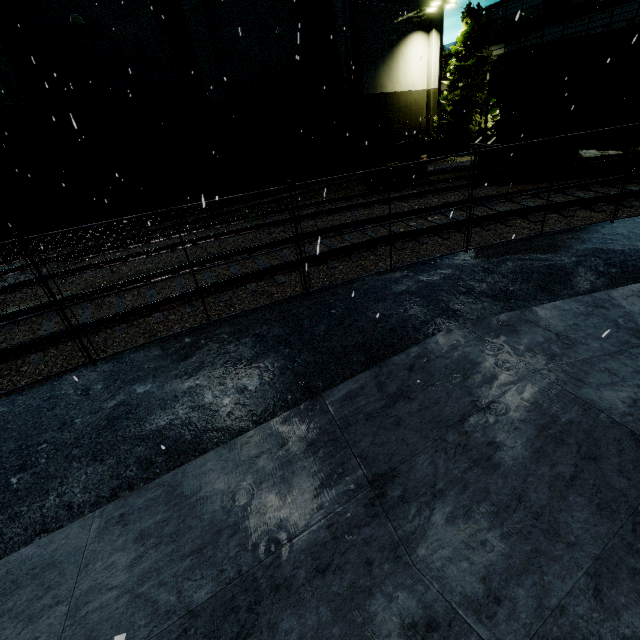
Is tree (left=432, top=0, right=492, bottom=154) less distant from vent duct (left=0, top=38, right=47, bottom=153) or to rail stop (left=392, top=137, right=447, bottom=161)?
vent duct (left=0, top=38, right=47, bottom=153)

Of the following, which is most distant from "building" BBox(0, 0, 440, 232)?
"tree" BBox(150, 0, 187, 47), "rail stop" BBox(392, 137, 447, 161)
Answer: "rail stop" BBox(392, 137, 447, 161)

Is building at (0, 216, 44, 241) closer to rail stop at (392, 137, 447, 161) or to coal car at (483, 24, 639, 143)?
coal car at (483, 24, 639, 143)

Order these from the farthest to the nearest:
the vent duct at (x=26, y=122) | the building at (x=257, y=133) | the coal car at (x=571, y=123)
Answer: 1. the building at (x=257, y=133)
2. the vent duct at (x=26, y=122)
3. the coal car at (x=571, y=123)

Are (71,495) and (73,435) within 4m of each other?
yes

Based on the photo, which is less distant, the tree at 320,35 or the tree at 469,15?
the tree at 320,35

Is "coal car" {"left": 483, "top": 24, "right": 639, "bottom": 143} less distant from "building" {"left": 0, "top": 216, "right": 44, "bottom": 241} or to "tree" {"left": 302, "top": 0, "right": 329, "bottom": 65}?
"tree" {"left": 302, "top": 0, "right": 329, "bottom": 65}
